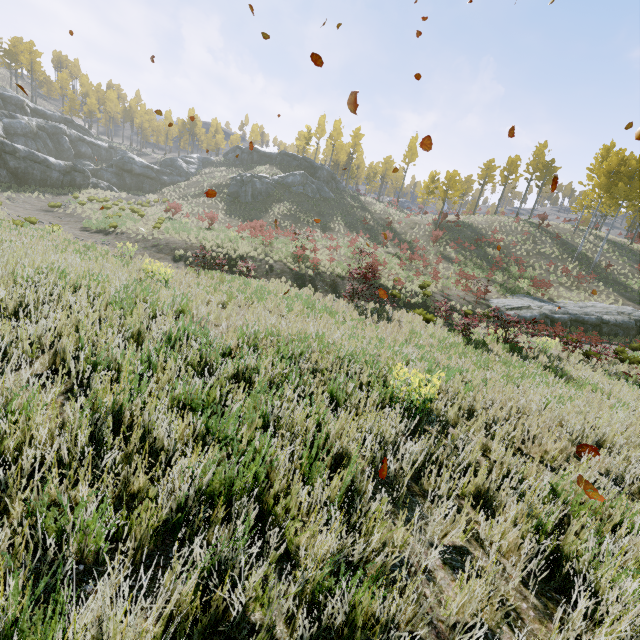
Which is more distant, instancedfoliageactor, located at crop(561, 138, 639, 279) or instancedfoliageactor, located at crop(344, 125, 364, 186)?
instancedfoliageactor, located at crop(344, 125, 364, 186)

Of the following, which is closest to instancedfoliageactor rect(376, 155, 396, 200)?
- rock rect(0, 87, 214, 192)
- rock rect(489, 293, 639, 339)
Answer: rock rect(489, 293, 639, 339)

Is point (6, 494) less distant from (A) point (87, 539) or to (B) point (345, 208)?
(A) point (87, 539)

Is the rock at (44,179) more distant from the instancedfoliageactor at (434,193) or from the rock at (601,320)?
the instancedfoliageactor at (434,193)

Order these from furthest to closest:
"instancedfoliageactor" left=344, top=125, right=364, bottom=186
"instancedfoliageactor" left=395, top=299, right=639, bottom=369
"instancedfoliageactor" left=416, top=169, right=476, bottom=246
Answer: "instancedfoliageactor" left=344, top=125, right=364, bottom=186, "instancedfoliageactor" left=416, top=169, right=476, bottom=246, "instancedfoliageactor" left=395, top=299, right=639, bottom=369

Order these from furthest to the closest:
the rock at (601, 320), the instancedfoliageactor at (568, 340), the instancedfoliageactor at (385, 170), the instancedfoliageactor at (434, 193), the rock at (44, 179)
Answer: the instancedfoliageactor at (385, 170), the instancedfoliageactor at (434, 193), the rock at (44, 179), the rock at (601, 320), the instancedfoliageactor at (568, 340)
